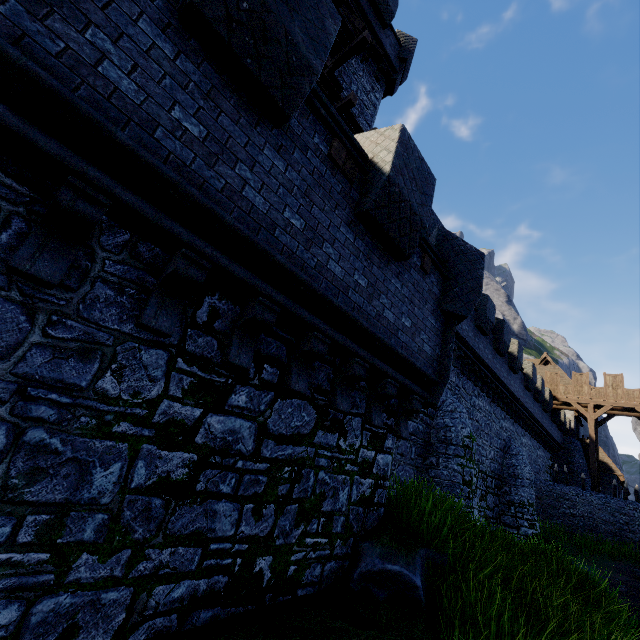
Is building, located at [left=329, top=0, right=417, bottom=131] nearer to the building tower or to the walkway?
the building tower

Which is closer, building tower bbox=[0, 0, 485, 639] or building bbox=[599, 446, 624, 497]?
building tower bbox=[0, 0, 485, 639]

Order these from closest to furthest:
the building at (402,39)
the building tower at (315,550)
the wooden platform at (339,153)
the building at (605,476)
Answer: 1. the building tower at (315,550)
2. the wooden platform at (339,153)
3. the building at (402,39)
4. the building at (605,476)

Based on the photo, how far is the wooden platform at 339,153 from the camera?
4.7m

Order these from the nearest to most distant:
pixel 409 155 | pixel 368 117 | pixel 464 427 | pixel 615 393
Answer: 1. pixel 409 155
2. pixel 464 427
3. pixel 368 117
4. pixel 615 393

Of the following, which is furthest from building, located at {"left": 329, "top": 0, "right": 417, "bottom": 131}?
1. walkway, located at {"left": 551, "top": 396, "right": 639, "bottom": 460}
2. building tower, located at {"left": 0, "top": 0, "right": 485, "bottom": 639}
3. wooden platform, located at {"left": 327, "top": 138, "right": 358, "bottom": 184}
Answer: walkway, located at {"left": 551, "top": 396, "right": 639, "bottom": 460}

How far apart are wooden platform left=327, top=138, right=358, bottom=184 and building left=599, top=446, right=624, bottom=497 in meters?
40.0

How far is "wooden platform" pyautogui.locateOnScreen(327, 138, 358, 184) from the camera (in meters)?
4.66
